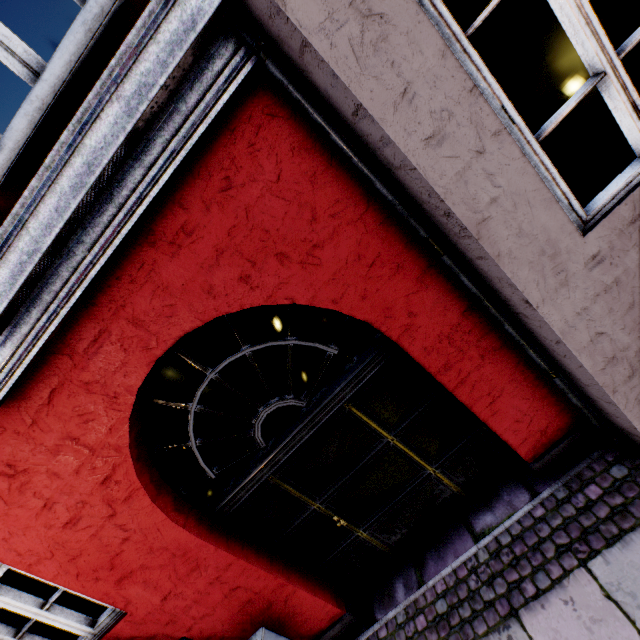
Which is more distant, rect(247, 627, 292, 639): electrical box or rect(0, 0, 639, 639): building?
rect(247, 627, 292, 639): electrical box

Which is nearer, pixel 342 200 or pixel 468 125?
pixel 468 125

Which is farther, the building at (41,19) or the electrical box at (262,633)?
the electrical box at (262,633)
